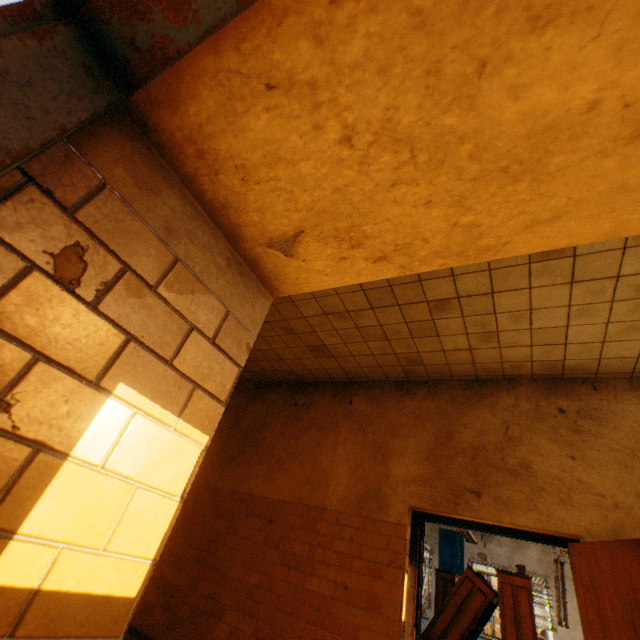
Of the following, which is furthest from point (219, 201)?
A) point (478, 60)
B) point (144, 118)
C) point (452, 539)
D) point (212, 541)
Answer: point (452, 539)

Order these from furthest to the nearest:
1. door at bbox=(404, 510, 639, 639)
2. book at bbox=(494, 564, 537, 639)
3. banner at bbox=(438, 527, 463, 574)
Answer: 1. banner at bbox=(438, 527, 463, 574)
2. book at bbox=(494, 564, 537, 639)
3. door at bbox=(404, 510, 639, 639)

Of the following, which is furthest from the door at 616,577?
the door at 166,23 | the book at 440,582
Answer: the book at 440,582

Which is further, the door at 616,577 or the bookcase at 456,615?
the bookcase at 456,615

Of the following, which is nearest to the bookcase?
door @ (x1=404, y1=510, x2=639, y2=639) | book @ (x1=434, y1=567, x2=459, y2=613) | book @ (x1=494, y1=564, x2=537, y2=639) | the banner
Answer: book @ (x1=494, y1=564, x2=537, y2=639)

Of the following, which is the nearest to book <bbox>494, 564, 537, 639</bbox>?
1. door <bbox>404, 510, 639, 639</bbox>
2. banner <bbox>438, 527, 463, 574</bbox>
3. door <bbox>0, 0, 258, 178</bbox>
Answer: door <bbox>404, 510, 639, 639</bbox>

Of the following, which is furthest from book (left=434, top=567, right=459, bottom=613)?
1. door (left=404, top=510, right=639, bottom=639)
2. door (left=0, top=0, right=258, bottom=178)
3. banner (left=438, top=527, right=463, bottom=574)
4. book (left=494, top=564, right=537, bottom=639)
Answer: door (left=0, top=0, right=258, bottom=178)

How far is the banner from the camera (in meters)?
12.79
